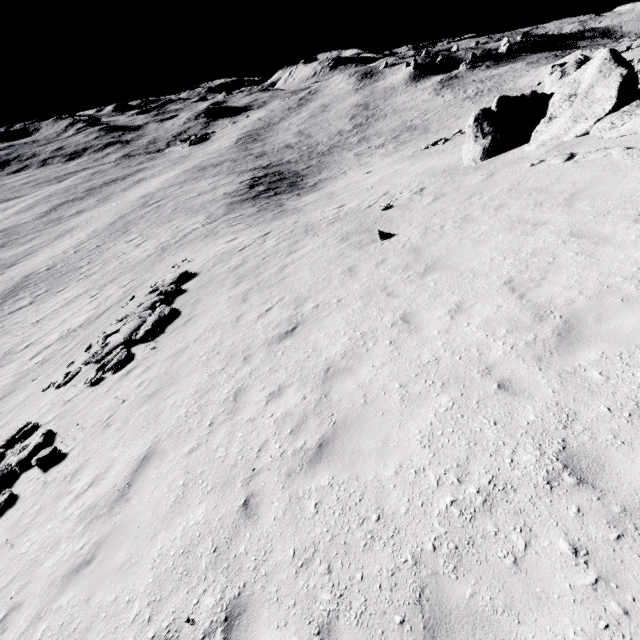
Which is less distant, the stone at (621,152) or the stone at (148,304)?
the stone at (621,152)

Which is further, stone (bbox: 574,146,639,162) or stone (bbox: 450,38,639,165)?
stone (bbox: 450,38,639,165)

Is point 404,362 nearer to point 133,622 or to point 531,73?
point 133,622

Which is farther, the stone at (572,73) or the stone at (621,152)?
the stone at (572,73)

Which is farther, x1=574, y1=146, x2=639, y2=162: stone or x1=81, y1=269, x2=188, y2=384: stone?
x1=81, y1=269, x2=188, y2=384: stone

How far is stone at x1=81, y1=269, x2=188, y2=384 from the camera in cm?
1228

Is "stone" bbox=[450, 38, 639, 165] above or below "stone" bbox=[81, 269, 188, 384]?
above
